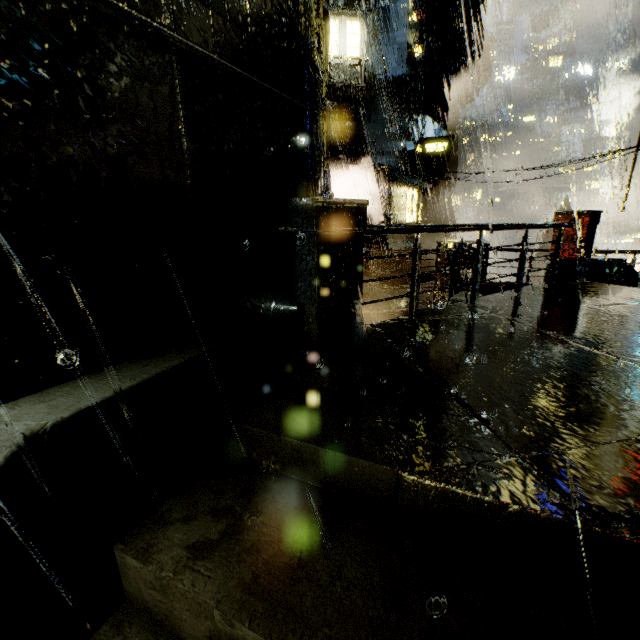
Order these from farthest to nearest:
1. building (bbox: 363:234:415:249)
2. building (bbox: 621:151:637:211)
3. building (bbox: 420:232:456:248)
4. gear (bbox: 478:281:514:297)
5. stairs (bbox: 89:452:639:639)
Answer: building (bbox: 420:232:456:248) → building (bbox: 363:234:415:249) → building (bbox: 621:151:637:211) → gear (bbox: 478:281:514:297) → stairs (bbox: 89:452:639:639)

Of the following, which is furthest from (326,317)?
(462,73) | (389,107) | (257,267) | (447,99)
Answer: (462,73)

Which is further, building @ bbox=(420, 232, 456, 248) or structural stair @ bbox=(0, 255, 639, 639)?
building @ bbox=(420, 232, 456, 248)

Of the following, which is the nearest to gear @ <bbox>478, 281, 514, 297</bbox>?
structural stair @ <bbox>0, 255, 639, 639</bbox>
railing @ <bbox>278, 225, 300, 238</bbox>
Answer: structural stair @ <bbox>0, 255, 639, 639</bbox>

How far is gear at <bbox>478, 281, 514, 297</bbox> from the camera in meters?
7.1

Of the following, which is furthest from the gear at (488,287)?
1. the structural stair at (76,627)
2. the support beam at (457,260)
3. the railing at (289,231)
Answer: the railing at (289,231)

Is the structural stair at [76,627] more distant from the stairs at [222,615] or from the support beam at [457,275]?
the support beam at [457,275]

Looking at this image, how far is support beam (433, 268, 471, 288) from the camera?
9.87m
